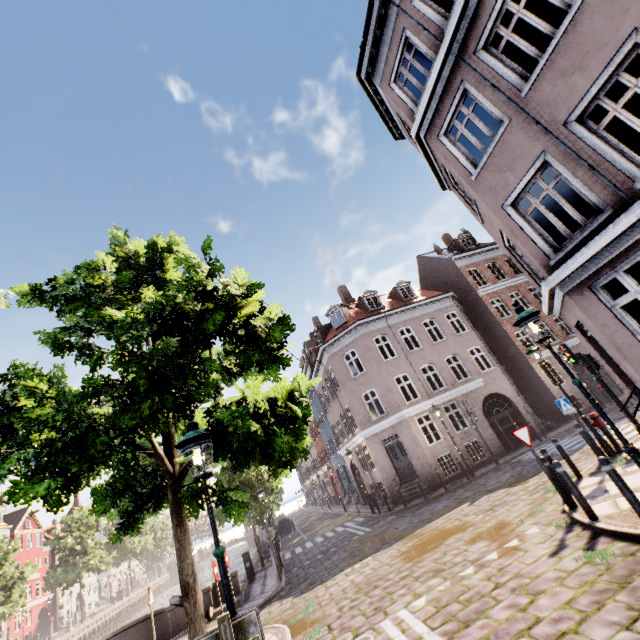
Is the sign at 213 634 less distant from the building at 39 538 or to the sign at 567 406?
the building at 39 538

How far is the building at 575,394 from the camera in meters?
21.2 m

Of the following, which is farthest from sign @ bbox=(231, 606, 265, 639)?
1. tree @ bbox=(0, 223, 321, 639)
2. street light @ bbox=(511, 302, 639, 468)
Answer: tree @ bbox=(0, 223, 321, 639)

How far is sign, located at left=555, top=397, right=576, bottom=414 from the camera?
10.2 meters

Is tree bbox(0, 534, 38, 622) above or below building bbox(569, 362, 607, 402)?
above

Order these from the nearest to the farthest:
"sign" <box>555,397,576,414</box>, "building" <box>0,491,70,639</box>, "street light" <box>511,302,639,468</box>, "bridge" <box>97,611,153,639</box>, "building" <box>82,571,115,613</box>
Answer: "street light" <box>511,302,639,468</box>
"sign" <box>555,397,576,414</box>
"bridge" <box>97,611,153,639</box>
"building" <box>0,491,70,639</box>
"building" <box>82,571,115,613</box>

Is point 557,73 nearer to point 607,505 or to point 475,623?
point 607,505

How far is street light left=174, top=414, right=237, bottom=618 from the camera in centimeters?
353cm
